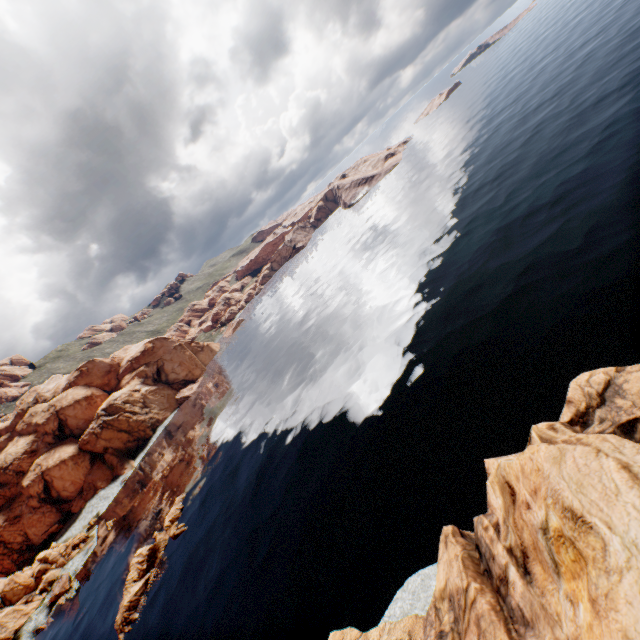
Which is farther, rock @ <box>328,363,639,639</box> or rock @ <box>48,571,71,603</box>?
rock @ <box>48,571,71,603</box>

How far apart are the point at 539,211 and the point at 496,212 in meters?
7.9 m

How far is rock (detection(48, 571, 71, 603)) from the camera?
56.8 meters

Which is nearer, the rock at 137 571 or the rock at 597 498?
the rock at 597 498

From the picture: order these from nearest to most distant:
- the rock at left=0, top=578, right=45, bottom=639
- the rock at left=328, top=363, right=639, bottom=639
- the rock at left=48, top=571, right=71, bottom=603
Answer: the rock at left=328, top=363, right=639, bottom=639, the rock at left=0, top=578, right=45, bottom=639, the rock at left=48, top=571, right=71, bottom=603

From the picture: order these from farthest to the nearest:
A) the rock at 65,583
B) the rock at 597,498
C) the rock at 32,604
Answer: the rock at 65,583 < the rock at 32,604 < the rock at 597,498
